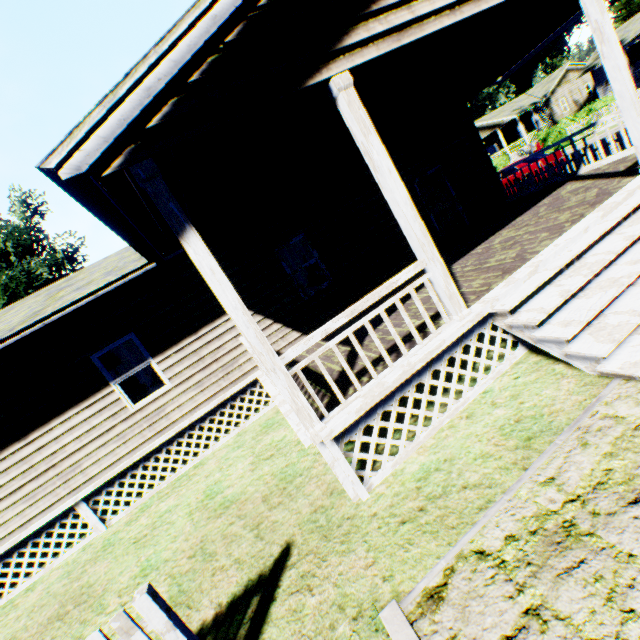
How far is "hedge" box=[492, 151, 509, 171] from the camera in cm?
2936

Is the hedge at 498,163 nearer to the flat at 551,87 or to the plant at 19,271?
the flat at 551,87

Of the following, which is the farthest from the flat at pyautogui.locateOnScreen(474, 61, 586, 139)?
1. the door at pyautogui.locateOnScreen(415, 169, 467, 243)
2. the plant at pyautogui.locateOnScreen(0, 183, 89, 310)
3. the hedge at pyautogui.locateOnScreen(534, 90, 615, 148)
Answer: the plant at pyautogui.locateOnScreen(0, 183, 89, 310)

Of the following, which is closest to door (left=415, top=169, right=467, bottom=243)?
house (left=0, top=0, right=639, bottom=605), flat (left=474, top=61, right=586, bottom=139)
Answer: house (left=0, top=0, right=639, bottom=605)

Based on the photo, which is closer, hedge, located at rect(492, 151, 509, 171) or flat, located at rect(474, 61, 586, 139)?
hedge, located at rect(492, 151, 509, 171)

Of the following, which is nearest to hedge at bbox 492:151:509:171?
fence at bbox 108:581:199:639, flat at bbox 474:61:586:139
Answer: flat at bbox 474:61:586:139

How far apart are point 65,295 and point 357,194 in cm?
784

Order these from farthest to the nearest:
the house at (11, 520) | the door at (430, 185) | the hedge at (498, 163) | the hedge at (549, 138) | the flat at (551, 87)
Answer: the flat at (551, 87), the hedge at (498, 163), the hedge at (549, 138), the door at (430, 185), the house at (11, 520)
